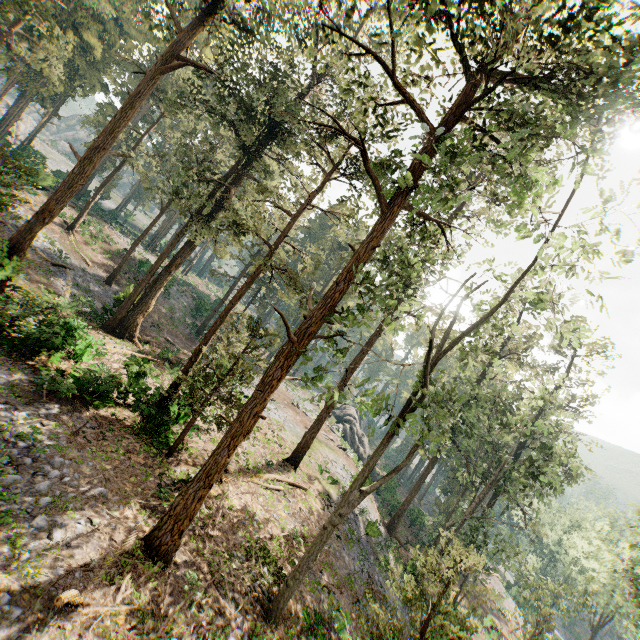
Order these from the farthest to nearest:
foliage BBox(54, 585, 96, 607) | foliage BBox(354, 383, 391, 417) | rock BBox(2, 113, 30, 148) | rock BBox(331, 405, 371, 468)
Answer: rock BBox(331, 405, 371, 468) < rock BBox(2, 113, 30, 148) < foliage BBox(354, 383, 391, 417) < foliage BBox(54, 585, 96, 607)

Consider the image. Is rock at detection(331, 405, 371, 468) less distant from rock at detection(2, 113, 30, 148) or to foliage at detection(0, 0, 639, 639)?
foliage at detection(0, 0, 639, 639)

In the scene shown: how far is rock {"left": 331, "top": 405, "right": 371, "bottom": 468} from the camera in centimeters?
4519cm

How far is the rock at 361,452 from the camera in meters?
45.2

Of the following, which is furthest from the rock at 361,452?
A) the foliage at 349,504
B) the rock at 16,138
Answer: the rock at 16,138

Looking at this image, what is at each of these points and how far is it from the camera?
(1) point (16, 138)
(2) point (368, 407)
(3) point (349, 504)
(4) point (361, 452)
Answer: (1) rock, 55.8m
(2) foliage, 8.6m
(3) foliage, 10.7m
(4) rock, 45.6m

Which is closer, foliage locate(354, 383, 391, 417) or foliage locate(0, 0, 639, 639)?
foliage locate(354, 383, 391, 417)
